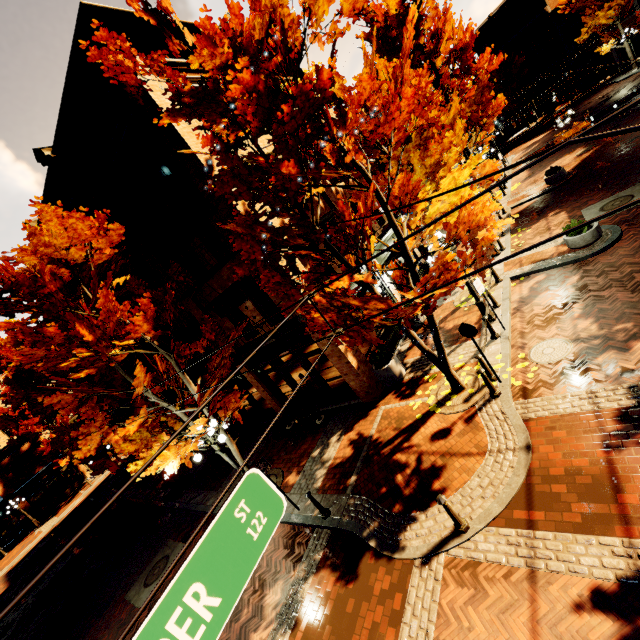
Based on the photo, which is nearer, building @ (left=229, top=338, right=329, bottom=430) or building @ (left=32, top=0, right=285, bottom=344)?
building @ (left=32, top=0, right=285, bottom=344)

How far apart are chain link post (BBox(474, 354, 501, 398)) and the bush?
3.6m

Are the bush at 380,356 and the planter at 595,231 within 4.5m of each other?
no

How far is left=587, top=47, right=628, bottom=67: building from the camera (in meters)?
34.09

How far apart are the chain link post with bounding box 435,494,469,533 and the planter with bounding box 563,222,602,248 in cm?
1027

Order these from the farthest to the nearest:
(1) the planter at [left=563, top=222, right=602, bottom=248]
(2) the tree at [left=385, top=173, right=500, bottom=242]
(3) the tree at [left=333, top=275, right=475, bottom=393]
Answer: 1. (1) the planter at [left=563, top=222, right=602, bottom=248]
2. (2) the tree at [left=385, top=173, right=500, bottom=242]
3. (3) the tree at [left=333, top=275, right=475, bottom=393]

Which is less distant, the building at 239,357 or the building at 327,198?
Result: the building at 239,357

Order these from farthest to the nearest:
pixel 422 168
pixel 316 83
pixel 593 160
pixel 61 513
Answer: pixel 61 513 < pixel 593 160 < pixel 422 168 < pixel 316 83
